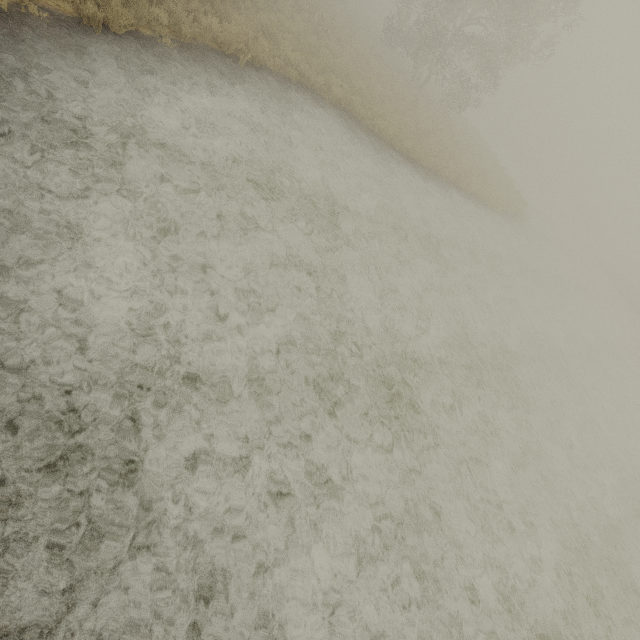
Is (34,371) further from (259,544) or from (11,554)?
(259,544)
